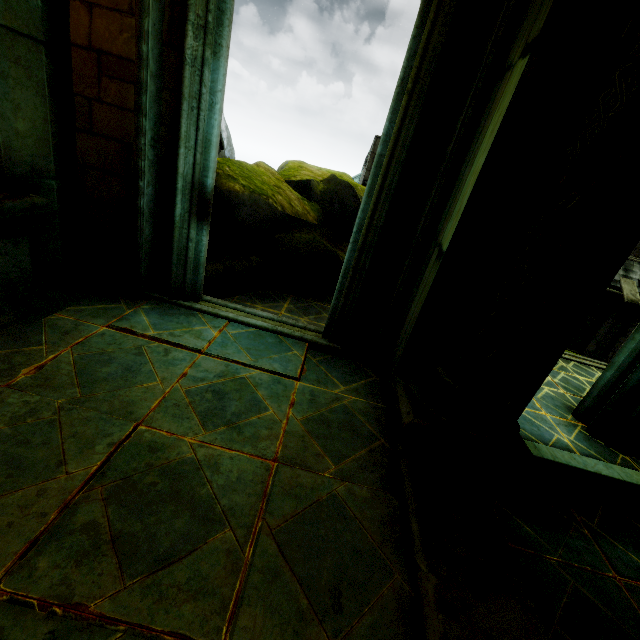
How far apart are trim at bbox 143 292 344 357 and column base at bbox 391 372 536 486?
0.9m

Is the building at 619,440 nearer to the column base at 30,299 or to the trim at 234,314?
the column base at 30,299

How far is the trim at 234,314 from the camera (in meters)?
4.22

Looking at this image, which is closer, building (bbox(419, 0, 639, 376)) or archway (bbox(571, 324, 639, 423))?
building (bbox(419, 0, 639, 376))

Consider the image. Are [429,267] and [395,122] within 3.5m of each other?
yes

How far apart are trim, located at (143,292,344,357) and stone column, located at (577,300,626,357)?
17.65m

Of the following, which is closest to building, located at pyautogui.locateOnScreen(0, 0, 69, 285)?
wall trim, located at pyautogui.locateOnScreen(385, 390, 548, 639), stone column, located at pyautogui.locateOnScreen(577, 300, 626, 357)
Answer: wall trim, located at pyautogui.locateOnScreen(385, 390, 548, 639)

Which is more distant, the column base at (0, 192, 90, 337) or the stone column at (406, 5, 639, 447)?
the column base at (0, 192, 90, 337)
